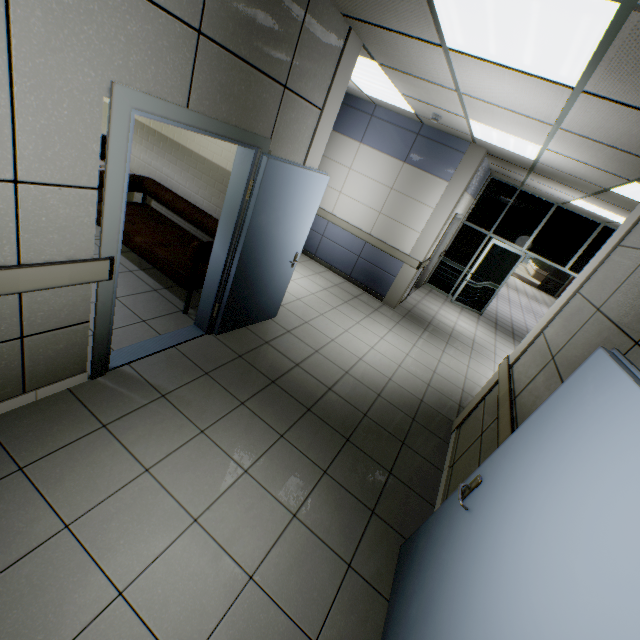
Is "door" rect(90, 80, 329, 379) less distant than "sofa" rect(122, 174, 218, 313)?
Yes

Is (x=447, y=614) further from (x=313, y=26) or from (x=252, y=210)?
(x=313, y=26)

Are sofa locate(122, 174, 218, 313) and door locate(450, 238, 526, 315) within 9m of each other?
yes

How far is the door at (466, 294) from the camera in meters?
8.4 m

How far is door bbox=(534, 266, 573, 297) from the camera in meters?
18.8

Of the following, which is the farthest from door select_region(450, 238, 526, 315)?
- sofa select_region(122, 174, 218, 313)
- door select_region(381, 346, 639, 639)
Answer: door select_region(381, 346, 639, 639)

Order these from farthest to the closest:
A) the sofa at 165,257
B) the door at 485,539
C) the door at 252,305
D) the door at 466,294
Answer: the door at 466,294, the sofa at 165,257, the door at 252,305, the door at 485,539

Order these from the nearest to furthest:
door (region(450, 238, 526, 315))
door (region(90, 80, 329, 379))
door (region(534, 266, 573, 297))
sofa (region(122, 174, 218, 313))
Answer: door (region(90, 80, 329, 379)), sofa (region(122, 174, 218, 313)), door (region(450, 238, 526, 315)), door (region(534, 266, 573, 297))
